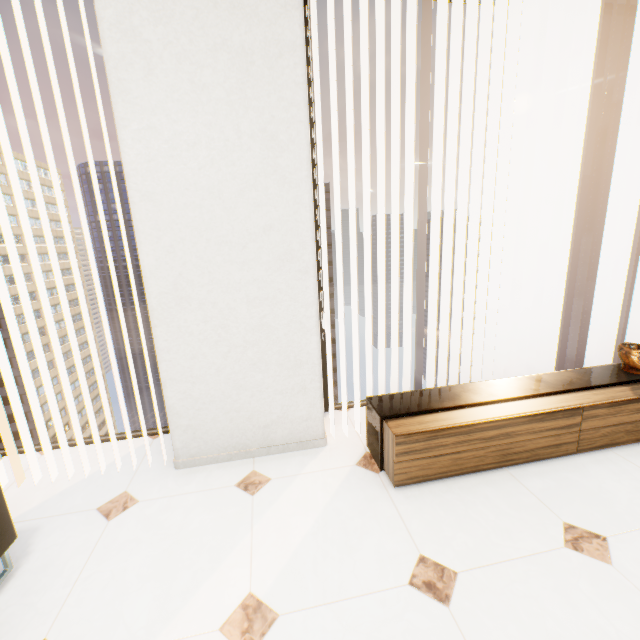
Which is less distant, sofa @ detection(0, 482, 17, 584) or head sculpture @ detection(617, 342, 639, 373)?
sofa @ detection(0, 482, 17, 584)

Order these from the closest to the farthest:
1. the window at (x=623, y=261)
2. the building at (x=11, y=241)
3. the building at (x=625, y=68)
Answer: the window at (x=623, y=261)
the building at (x=11, y=241)
the building at (x=625, y=68)

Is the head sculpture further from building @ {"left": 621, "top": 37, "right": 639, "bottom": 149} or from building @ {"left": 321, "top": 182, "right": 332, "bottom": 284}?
building @ {"left": 621, "top": 37, "right": 639, "bottom": 149}

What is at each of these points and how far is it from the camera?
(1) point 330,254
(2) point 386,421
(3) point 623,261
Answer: (1) building, 58.9 meters
(2) cupboard, 1.9 meters
(3) window, 2.9 meters

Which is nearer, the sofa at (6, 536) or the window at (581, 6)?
the sofa at (6, 536)

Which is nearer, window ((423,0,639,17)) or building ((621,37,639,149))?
window ((423,0,639,17))

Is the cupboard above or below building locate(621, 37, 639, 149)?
below

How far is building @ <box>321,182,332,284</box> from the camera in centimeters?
5634cm
